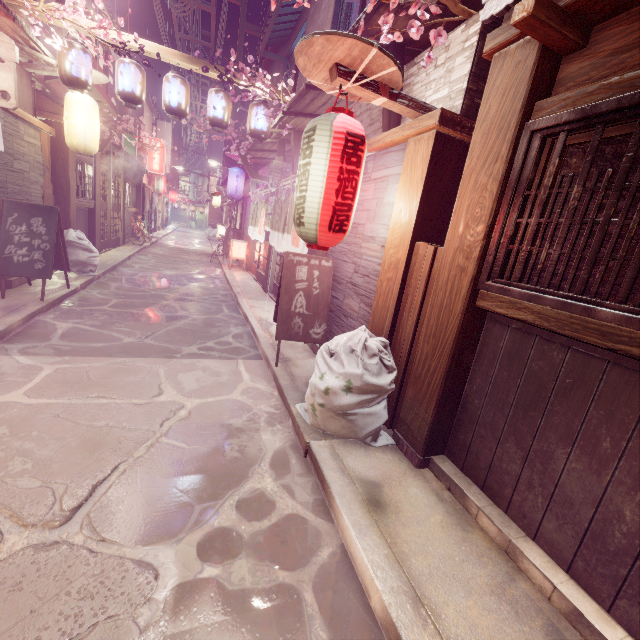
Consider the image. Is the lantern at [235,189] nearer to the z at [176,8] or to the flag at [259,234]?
the flag at [259,234]

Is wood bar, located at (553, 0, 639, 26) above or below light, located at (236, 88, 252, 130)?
below

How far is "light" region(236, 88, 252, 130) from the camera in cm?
1944

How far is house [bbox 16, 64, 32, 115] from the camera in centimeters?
1084cm

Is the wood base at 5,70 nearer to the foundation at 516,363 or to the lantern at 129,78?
the lantern at 129,78

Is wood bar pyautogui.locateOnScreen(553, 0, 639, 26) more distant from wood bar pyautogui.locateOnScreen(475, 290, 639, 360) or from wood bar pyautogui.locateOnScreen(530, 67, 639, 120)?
wood bar pyautogui.locateOnScreen(475, 290, 639, 360)

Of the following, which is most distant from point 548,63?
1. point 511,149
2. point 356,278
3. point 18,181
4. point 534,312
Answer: point 18,181

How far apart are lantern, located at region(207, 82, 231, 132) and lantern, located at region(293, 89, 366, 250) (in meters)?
7.81
